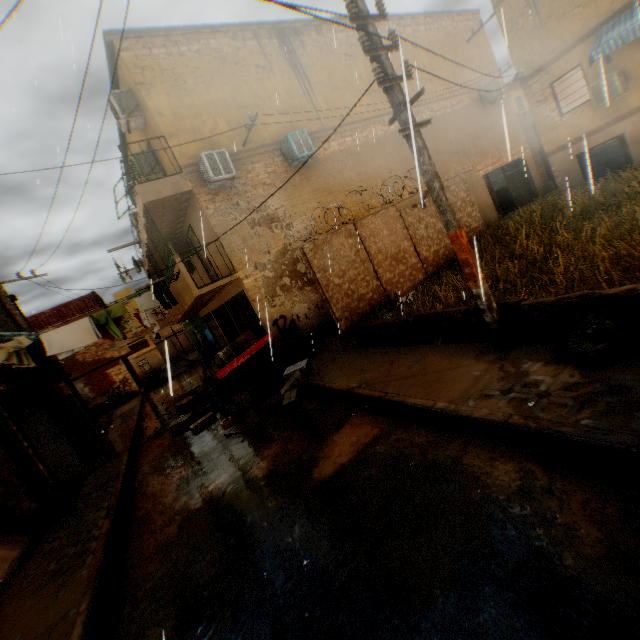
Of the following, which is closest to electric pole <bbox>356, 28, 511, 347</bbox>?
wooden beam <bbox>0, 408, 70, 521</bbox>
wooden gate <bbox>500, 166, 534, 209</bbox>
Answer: wooden beam <bbox>0, 408, 70, 521</bbox>

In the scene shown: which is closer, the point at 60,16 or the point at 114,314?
the point at 60,16

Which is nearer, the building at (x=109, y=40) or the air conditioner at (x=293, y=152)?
the building at (x=109, y=40)

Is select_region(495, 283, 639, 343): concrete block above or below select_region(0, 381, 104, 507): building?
below

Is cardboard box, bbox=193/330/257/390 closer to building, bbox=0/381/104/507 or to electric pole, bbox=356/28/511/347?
building, bbox=0/381/104/507

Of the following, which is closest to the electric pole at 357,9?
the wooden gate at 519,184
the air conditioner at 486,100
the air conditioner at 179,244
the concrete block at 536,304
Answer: the concrete block at 536,304

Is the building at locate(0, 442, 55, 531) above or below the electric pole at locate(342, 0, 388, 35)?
below

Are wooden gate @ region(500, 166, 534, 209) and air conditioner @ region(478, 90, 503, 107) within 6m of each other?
yes
